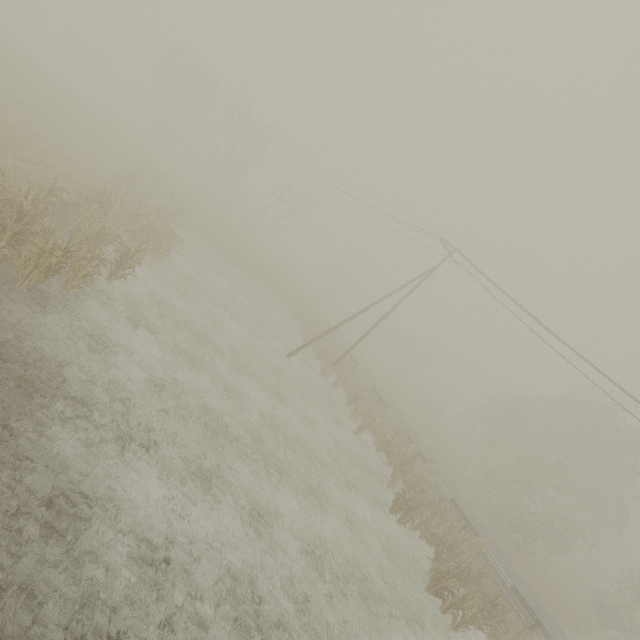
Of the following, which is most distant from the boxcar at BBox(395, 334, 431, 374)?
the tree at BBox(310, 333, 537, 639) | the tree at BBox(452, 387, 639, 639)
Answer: the tree at BBox(310, 333, 537, 639)

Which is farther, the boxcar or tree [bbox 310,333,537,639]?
the boxcar

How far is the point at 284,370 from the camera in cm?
1919

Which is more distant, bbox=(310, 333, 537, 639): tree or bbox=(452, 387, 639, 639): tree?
bbox=(452, 387, 639, 639): tree

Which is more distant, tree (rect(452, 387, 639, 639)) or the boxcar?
the boxcar

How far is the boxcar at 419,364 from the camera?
56.88m

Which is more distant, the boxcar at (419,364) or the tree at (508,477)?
the boxcar at (419,364)
